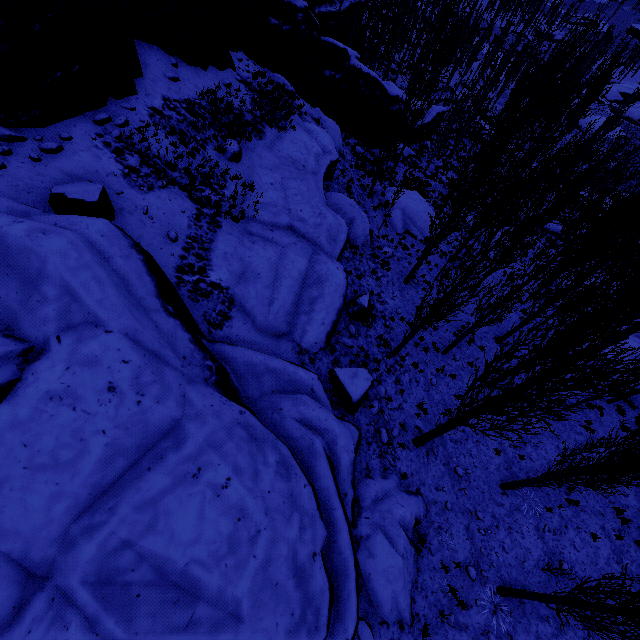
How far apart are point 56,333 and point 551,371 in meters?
9.9

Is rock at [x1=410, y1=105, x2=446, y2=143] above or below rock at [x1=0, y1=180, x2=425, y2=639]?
below

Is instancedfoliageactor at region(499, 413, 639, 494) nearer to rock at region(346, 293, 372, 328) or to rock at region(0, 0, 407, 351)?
rock at region(0, 0, 407, 351)

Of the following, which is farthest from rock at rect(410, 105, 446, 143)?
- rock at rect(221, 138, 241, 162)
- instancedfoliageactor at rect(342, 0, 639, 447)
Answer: rock at rect(221, 138, 241, 162)

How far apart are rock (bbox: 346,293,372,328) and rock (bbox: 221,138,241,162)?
7.4m

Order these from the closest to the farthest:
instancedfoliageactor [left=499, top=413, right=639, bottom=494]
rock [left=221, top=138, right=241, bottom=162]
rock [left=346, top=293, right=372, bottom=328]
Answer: instancedfoliageactor [left=499, top=413, right=639, bottom=494] → rock [left=221, top=138, right=241, bottom=162] → rock [left=346, top=293, right=372, bottom=328]

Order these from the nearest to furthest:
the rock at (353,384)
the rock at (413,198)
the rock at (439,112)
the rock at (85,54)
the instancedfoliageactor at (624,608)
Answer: the instancedfoliageactor at (624,608) → the rock at (85,54) → the rock at (353,384) → the rock at (413,198) → the rock at (439,112)

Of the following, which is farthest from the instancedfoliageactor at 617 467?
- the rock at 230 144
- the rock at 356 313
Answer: the rock at 230 144
